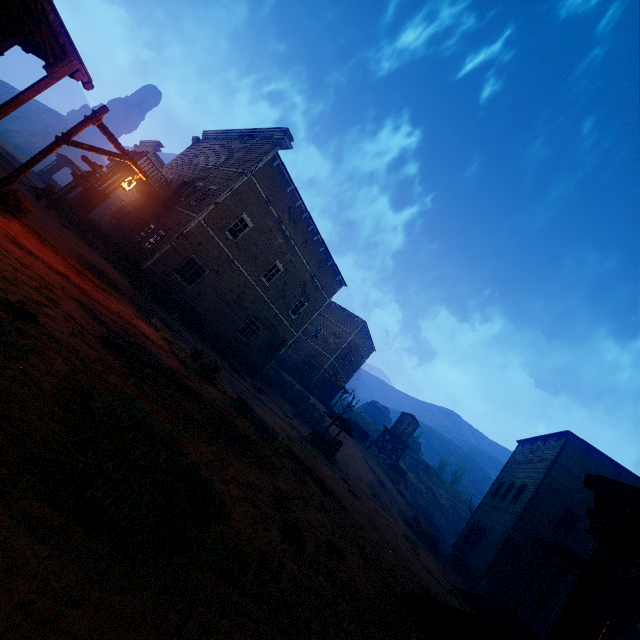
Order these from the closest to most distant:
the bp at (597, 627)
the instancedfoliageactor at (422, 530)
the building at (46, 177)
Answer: the bp at (597, 627), the instancedfoliageactor at (422, 530), the building at (46, 177)

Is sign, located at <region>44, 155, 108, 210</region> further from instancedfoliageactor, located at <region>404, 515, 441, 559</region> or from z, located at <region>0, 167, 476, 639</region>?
instancedfoliageactor, located at <region>404, 515, 441, 559</region>

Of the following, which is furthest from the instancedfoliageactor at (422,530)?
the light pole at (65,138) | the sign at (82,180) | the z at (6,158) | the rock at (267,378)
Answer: the sign at (82,180)

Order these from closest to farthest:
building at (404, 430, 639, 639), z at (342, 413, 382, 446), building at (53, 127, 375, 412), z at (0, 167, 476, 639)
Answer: z at (0, 167, 476, 639) → building at (404, 430, 639, 639) → building at (53, 127, 375, 412) → z at (342, 413, 382, 446)

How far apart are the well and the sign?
16.5m

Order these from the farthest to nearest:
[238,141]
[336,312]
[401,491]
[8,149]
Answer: [336,312] → [8,149] → [401,491] → [238,141]

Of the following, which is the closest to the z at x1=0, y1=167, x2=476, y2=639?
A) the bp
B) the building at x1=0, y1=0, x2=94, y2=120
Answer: the building at x1=0, y1=0, x2=94, y2=120

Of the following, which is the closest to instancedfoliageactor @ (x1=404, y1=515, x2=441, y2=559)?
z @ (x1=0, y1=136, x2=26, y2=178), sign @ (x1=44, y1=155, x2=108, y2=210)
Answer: z @ (x1=0, y1=136, x2=26, y2=178)
